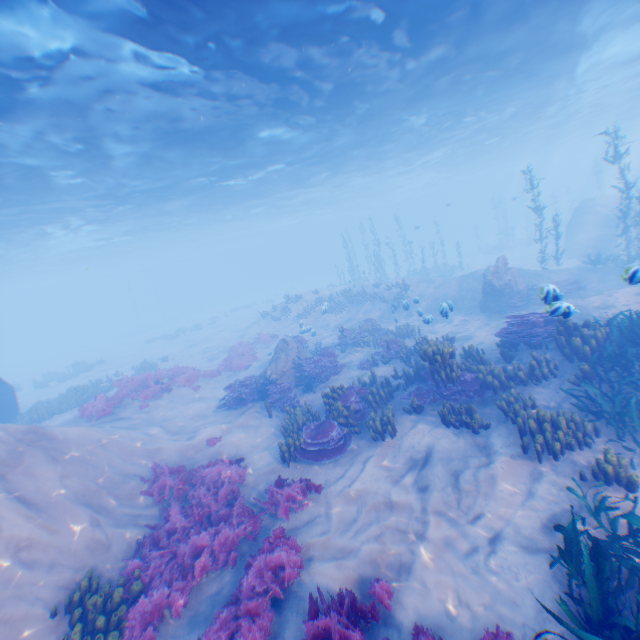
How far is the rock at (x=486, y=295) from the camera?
17.2 meters

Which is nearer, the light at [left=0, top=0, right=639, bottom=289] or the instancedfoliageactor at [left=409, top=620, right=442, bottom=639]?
the instancedfoliageactor at [left=409, top=620, right=442, bottom=639]

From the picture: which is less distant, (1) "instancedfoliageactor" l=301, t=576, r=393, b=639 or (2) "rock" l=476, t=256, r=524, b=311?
(1) "instancedfoliageactor" l=301, t=576, r=393, b=639

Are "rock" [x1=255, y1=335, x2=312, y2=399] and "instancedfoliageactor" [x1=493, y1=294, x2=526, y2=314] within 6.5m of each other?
no

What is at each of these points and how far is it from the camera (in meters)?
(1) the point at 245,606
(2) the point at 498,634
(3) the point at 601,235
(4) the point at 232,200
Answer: (1) instancedfoliageactor, 5.23
(2) instancedfoliageactor, 4.02
(3) rock, 25.94
(4) light, 32.91

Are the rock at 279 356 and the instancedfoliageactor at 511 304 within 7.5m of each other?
no

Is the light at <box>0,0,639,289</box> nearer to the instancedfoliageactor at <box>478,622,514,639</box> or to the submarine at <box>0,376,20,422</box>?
the submarine at <box>0,376,20,422</box>

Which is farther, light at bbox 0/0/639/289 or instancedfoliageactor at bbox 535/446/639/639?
light at bbox 0/0/639/289
